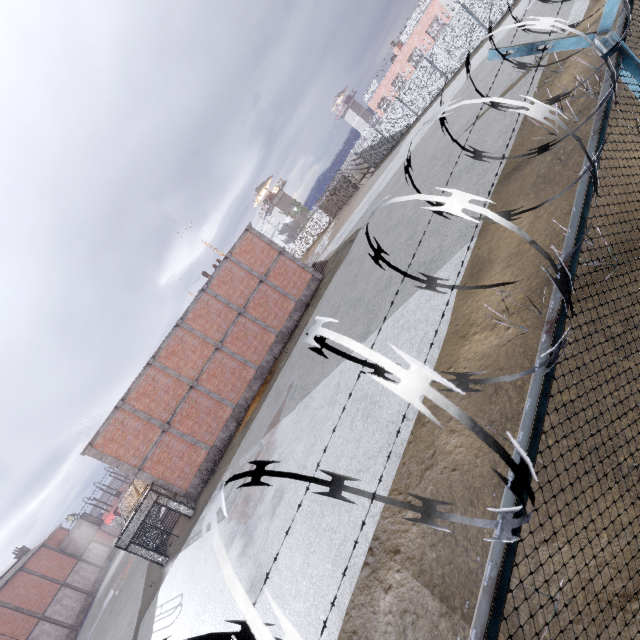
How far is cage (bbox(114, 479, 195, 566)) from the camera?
17.34m

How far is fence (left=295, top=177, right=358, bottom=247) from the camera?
42.66m

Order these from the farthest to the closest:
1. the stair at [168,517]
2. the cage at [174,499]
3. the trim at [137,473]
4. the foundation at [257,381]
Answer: the stair at [168,517]
the foundation at [257,381]
the trim at [137,473]
the cage at [174,499]

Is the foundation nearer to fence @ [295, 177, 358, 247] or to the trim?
the trim

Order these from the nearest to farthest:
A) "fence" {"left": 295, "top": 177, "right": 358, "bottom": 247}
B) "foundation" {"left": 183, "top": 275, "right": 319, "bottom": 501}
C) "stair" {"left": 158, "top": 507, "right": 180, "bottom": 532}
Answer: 1. "foundation" {"left": 183, "top": 275, "right": 319, "bottom": 501}
2. "stair" {"left": 158, "top": 507, "right": 180, "bottom": 532}
3. "fence" {"left": 295, "top": 177, "right": 358, "bottom": 247}

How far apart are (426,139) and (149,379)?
24.1 meters

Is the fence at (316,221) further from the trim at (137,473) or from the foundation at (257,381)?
the foundation at (257,381)

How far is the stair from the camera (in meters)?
21.37
